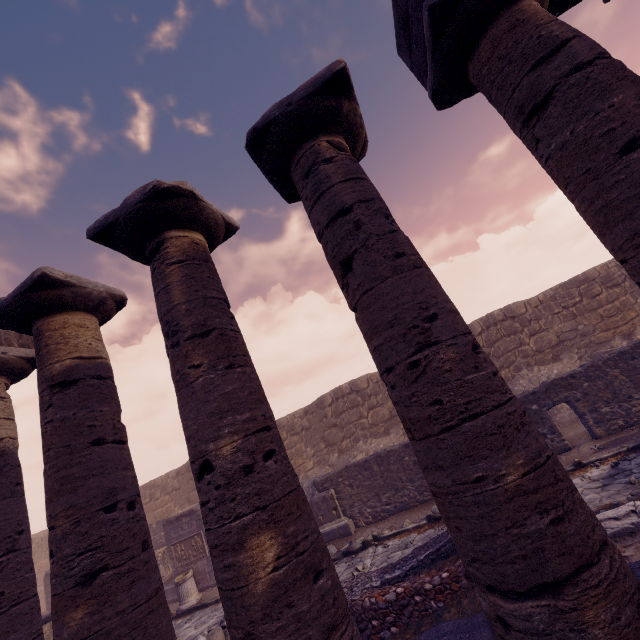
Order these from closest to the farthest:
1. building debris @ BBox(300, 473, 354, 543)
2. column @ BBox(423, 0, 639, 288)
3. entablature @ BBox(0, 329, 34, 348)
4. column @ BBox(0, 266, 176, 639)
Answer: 1. column @ BBox(423, 0, 639, 288)
2. column @ BBox(0, 266, 176, 639)
3. entablature @ BBox(0, 329, 34, 348)
4. building debris @ BBox(300, 473, 354, 543)

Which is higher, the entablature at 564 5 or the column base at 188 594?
the entablature at 564 5

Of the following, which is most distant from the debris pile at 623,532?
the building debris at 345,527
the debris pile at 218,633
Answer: the building debris at 345,527

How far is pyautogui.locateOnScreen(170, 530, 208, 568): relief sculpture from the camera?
12.2m

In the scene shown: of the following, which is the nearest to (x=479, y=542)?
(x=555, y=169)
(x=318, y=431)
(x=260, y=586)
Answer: (x=260, y=586)

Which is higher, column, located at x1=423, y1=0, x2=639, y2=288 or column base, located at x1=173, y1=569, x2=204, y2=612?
column, located at x1=423, y1=0, x2=639, y2=288

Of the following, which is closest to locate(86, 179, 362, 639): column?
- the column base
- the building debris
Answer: the building debris

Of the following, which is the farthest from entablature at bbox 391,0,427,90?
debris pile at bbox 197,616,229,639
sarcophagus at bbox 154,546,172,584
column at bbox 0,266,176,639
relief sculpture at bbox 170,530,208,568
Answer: sarcophagus at bbox 154,546,172,584
